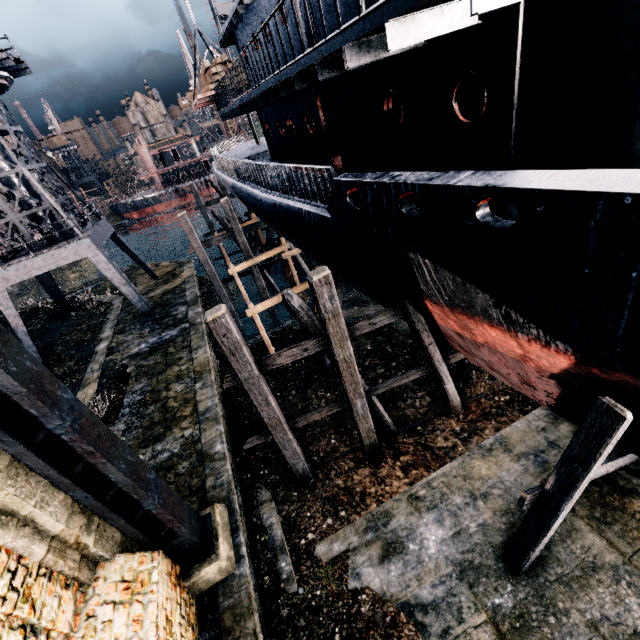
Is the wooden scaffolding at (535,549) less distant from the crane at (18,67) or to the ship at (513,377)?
the ship at (513,377)

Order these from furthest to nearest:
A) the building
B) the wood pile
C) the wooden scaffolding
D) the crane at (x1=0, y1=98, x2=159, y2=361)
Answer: the crane at (x1=0, y1=98, x2=159, y2=361) < the wood pile < the wooden scaffolding < the building

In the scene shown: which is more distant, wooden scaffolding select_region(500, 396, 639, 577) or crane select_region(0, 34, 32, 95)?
crane select_region(0, 34, 32, 95)

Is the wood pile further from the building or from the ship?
the building

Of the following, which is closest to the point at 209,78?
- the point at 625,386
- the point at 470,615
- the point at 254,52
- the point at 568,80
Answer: the point at 254,52

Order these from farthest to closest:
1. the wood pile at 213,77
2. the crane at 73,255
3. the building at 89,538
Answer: the crane at 73,255 → the wood pile at 213,77 → the building at 89,538

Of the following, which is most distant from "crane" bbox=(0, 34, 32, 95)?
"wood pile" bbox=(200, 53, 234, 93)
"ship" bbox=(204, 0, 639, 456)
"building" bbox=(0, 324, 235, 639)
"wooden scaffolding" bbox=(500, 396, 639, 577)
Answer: "wooden scaffolding" bbox=(500, 396, 639, 577)

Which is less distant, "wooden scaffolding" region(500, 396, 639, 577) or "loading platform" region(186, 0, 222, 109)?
"wooden scaffolding" region(500, 396, 639, 577)
